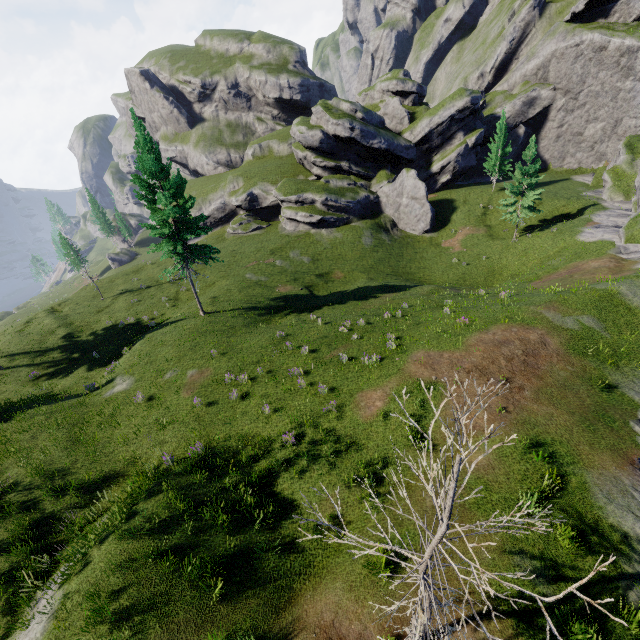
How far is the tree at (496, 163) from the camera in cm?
4315

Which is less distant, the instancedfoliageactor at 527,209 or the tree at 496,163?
the instancedfoliageactor at 527,209

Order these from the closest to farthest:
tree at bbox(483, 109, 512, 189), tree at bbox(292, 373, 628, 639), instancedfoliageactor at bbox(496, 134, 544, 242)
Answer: tree at bbox(292, 373, 628, 639), instancedfoliageactor at bbox(496, 134, 544, 242), tree at bbox(483, 109, 512, 189)

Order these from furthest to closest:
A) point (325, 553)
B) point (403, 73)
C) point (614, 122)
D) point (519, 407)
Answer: point (403, 73) < point (614, 122) < point (519, 407) < point (325, 553)

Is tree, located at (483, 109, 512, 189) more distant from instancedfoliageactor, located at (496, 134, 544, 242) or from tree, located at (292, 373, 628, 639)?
tree, located at (292, 373, 628, 639)

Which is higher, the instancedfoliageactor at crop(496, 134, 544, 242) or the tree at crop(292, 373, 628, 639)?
the tree at crop(292, 373, 628, 639)

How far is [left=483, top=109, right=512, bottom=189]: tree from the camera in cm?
4315
